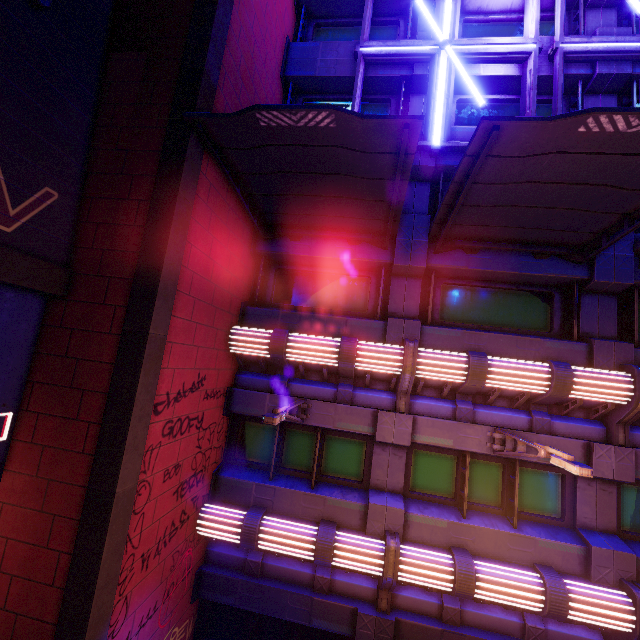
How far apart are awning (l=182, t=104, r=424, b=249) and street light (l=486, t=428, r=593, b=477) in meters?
5.4

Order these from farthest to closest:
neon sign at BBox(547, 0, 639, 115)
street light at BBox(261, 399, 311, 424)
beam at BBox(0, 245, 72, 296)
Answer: neon sign at BBox(547, 0, 639, 115) → street light at BBox(261, 399, 311, 424) → beam at BBox(0, 245, 72, 296)

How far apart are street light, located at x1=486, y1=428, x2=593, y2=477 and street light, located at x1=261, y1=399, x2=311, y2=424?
4.44m

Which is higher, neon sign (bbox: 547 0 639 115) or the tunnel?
neon sign (bbox: 547 0 639 115)

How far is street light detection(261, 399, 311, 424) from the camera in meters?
5.6

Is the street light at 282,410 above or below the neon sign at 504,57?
below

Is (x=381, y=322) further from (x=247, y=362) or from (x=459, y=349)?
(x=247, y=362)

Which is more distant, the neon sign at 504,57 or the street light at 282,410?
the neon sign at 504,57
